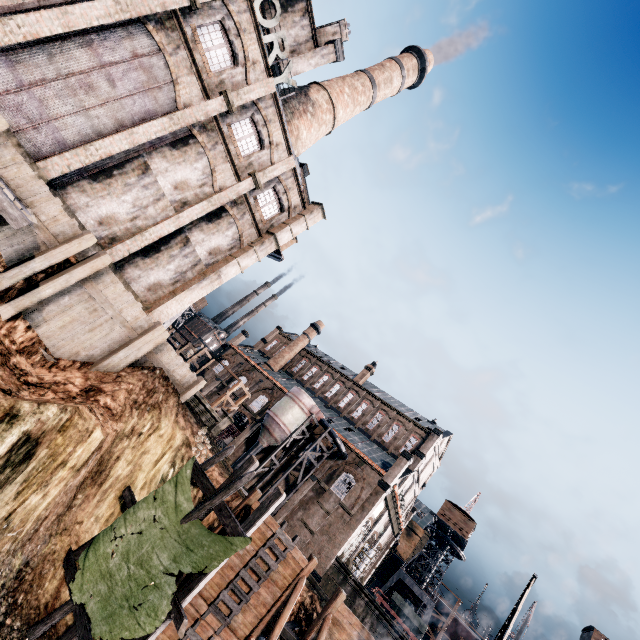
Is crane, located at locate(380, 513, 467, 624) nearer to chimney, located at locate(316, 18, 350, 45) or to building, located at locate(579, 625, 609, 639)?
building, located at locate(579, 625, 609, 639)

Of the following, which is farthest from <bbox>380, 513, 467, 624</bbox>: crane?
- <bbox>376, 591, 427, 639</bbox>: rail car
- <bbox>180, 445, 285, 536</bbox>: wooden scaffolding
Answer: <bbox>180, 445, 285, 536</bbox>: wooden scaffolding

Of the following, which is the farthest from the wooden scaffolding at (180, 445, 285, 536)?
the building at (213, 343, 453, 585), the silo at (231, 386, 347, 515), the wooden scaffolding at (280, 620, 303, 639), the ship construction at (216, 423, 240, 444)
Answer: the ship construction at (216, 423, 240, 444)

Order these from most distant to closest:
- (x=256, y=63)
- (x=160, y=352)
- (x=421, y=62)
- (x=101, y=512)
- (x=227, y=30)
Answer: (x=421, y=62)
(x=256, y=63)
(x=160, y=352)
(x=227, y=30)
(x=101, y=512)

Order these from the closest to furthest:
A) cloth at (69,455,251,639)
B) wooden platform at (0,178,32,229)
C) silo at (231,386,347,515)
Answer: wooden platform at (0,178,32,229) → cloth at (69,455,251,639) → silo at (231,386,347,515)

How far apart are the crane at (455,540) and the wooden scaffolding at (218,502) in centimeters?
5021cm

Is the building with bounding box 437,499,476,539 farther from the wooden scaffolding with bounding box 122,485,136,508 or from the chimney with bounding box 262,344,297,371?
the wooden scaffolding with bounding box 122,485,136,508

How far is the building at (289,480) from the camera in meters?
38.8 m
